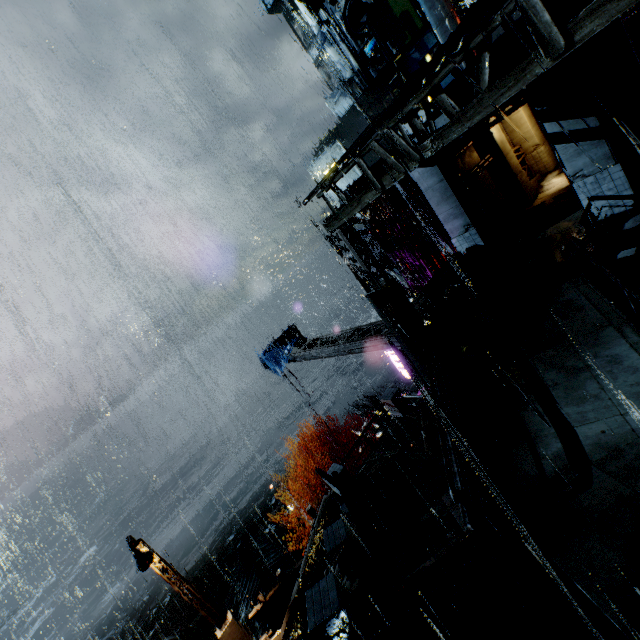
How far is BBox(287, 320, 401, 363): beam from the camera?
13.2m

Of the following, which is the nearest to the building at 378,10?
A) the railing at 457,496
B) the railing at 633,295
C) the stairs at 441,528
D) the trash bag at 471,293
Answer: the railing at 633,295

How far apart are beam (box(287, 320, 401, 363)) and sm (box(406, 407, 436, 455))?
4.09m

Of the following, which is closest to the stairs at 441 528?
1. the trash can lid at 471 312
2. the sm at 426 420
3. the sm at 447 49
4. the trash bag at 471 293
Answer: the sm at 426 420

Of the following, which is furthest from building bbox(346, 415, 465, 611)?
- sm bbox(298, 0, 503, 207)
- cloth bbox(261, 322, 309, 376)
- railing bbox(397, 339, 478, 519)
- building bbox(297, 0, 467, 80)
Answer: building bbox(297, 0, 467, 80)

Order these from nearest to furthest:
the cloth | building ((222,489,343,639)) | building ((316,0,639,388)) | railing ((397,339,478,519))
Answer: building ((316,0,639,388)) → railing ((397,339,478,519)) → building ((222,489,343,639)) → the cloth

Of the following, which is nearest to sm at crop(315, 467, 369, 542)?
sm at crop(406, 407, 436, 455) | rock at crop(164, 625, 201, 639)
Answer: sm at crop(406, 407, 436, 455)

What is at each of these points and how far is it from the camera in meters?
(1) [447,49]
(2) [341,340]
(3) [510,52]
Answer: (1) sm, 8.8
(2) beam, 16.1
(3) building, 11.0
